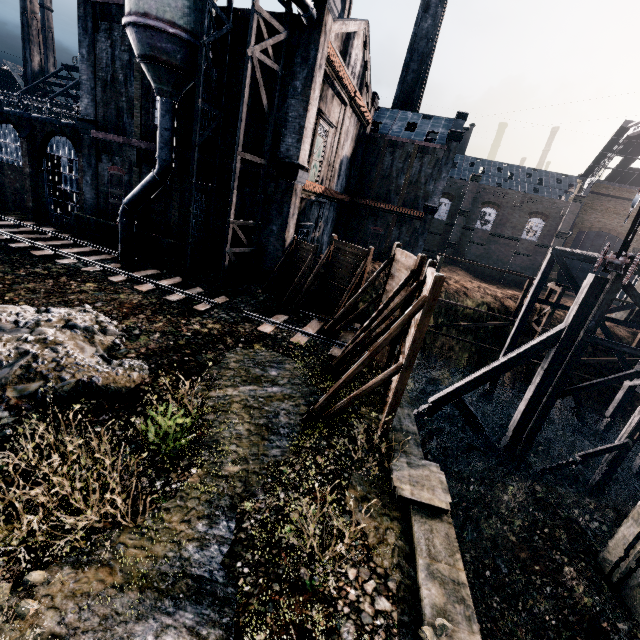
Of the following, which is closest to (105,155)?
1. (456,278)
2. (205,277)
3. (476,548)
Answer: (205,277)

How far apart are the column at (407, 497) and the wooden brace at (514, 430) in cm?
981

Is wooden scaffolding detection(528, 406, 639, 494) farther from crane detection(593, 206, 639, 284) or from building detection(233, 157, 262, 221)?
building detection(233, 157, 262, 221)

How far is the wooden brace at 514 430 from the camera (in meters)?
15.59

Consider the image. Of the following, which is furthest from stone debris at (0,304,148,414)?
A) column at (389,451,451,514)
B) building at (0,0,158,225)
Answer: column at (389,451,451,514)

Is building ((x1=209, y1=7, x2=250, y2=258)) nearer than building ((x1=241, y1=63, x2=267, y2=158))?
Yes

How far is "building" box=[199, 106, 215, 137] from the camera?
20.1m

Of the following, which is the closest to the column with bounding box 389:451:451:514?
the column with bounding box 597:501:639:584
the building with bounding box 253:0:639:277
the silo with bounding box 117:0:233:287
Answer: the column with bounding box 597:501:639:584
